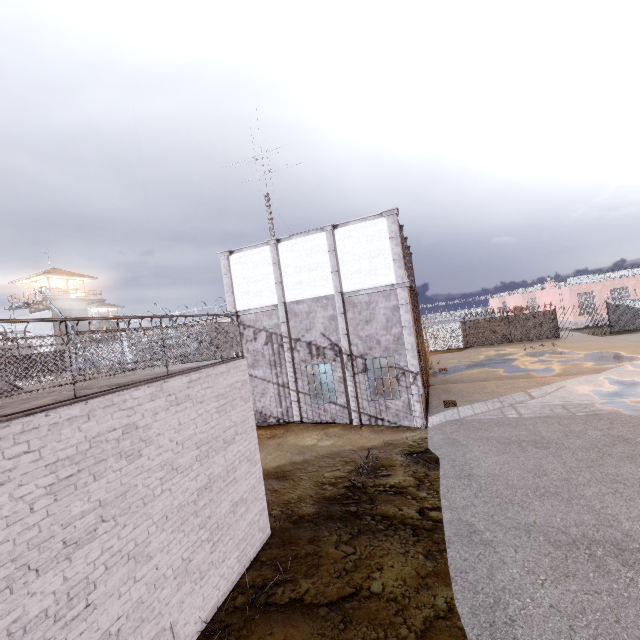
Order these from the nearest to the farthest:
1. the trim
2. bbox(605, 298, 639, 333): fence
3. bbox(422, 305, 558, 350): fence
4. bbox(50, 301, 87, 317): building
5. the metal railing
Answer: the metal railing, the trim, bbox(605, 298, 639, 333): fence, bbox(422, 305, 558, 350): fence, bbox(50, 301, 87, 317): building

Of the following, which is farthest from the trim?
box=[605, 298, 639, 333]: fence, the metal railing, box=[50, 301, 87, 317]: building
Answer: box=[50, 301, 87, 317]: building

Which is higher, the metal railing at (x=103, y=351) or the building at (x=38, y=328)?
the building at (x=38, y=328)

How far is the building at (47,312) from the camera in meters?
36.7

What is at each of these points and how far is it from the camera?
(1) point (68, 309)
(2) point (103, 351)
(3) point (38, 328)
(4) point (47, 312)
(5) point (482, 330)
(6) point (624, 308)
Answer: (1) building, 38.34m
(2) metal railing, 9.05m
(3) building, 37.47m
(4) building, 36.88m
(5) fence, 32.66m
(6) fence, 28.86m

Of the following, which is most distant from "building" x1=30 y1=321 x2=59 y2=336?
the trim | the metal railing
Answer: the metal railing

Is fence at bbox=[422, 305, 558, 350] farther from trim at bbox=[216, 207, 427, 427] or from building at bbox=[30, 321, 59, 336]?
building at bbox=[30, 321, 59, 336]
